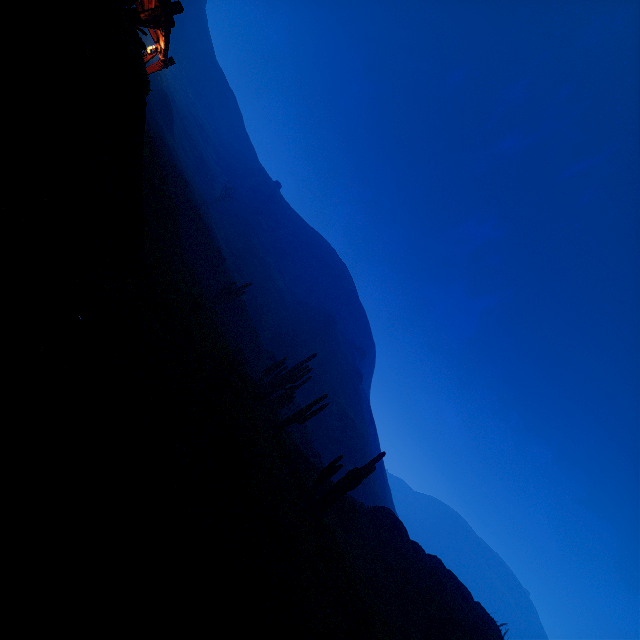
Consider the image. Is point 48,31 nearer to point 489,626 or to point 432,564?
point 432,564

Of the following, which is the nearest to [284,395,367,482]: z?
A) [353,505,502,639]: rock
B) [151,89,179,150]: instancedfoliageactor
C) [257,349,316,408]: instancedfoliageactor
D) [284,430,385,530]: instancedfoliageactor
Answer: [151,89,179,150]: instancedfoliageactor

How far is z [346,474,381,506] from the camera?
30.10m

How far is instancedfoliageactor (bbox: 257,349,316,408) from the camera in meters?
23.5 m

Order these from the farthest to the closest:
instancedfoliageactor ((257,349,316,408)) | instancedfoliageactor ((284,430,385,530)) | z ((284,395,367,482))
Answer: z ((284,395,367,482)) < instancedfoliageactor ((257,349,316,408)) < instancedfoliageactor ((284,430,385,530))

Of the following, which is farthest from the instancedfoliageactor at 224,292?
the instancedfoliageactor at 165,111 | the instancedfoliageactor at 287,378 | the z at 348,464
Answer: the instancedfoliageactor at 165,111

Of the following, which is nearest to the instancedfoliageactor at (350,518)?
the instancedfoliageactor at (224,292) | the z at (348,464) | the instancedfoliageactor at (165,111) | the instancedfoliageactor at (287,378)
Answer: the instancedfoliageactor at (287,378)

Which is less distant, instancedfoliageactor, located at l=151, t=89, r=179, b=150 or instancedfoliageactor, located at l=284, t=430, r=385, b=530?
instancedfoliageactor, located at l=284, t=430, r=385, b=530
